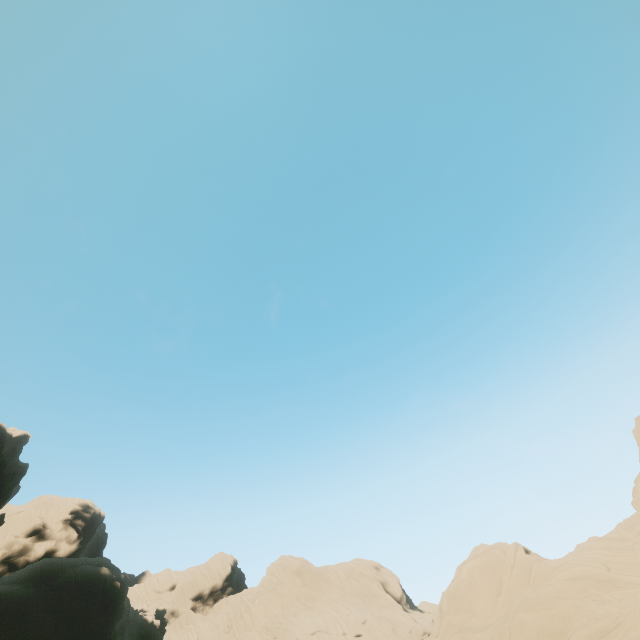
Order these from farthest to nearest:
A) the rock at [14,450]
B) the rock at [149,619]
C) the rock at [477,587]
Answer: the rock at [14,450]
the rock at [149,619]
the rock at [477,587]

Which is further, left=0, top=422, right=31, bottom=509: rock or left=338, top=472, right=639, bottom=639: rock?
left=0, top=422, right=31, bottom=509: rock

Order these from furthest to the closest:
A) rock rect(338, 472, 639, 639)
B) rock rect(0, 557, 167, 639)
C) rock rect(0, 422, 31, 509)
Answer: rock rect(0, 422, 31, 509) → rock rect(0, 557, 167, 639) → rock rect(338, 472, 639, 639)

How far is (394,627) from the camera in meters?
59.6

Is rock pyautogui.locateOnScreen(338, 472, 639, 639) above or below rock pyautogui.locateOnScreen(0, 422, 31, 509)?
below

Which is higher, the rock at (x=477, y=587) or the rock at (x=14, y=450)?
the rock at (x=14, y=450)
